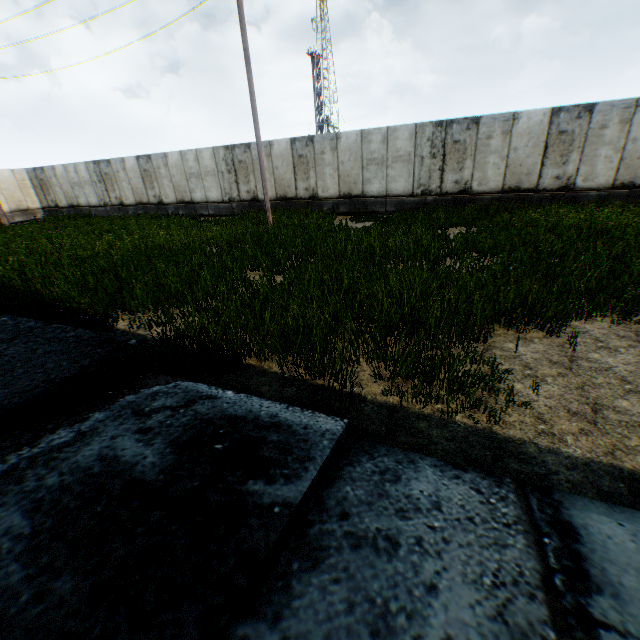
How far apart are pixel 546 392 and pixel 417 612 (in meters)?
3.07
